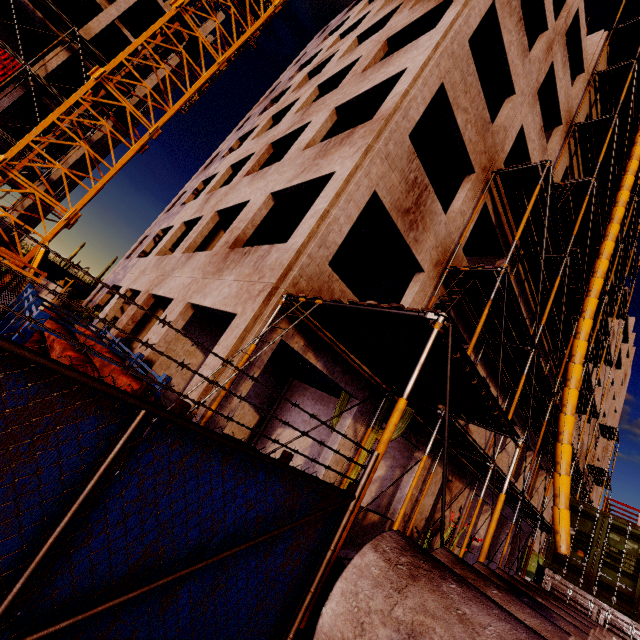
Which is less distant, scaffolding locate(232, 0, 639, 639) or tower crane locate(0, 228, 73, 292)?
scaffolding locate(232, 0, 639, 639)

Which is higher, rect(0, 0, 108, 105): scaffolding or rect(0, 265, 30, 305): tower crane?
rect(0, 0, 108, 105): scaffolding

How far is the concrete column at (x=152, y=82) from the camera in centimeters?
2438cm

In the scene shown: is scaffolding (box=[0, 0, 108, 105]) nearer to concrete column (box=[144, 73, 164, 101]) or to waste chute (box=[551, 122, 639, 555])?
concrete column (box=[144, 73, 164, 101])

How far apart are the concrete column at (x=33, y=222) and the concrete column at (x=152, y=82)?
3.86m

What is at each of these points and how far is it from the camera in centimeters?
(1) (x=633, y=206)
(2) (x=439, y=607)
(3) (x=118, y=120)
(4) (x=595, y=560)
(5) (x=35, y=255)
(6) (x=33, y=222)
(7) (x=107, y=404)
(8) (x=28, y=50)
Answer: (1) scaffolding, 2047cm
(2) concrete pipe, 206cm
(3) tower crane, 1477cm
(4) cargo container, 1055cm
(5) tower crane, 1172cm
(6) concrete column, 2995cm
(7) fence, 150cm
(8) concrete column, 2294cm

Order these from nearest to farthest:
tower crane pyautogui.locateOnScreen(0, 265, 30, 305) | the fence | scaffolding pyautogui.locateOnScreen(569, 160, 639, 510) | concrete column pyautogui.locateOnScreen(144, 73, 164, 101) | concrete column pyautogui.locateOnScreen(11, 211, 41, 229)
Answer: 1. the fence
2. tower crane pyautogui.locateOnScreen(0, 265, 30, 305)
3. scaffolding pyautogui.locateOnScreen(569, 160, 639, 510)
4. concrete column pyautogui.locateOnScreen(11, 211, 41, 229)
5. concrete column pyautogui.locateOnScreen(144, 73, 164, 101)

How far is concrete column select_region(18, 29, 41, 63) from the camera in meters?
22.7 m
